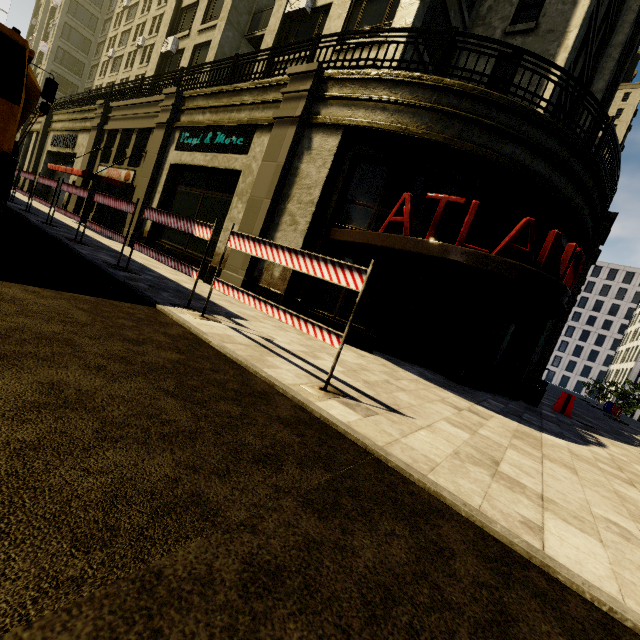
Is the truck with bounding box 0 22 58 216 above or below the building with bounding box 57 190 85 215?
above

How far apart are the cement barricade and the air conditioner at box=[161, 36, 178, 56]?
28.8m

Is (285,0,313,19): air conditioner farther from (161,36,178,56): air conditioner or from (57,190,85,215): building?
(161,36,178,56): air conditioner

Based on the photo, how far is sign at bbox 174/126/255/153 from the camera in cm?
1086

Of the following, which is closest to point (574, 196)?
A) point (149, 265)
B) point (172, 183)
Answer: point (149, 265)

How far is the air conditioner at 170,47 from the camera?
20.6m

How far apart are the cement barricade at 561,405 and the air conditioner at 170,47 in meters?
28.8

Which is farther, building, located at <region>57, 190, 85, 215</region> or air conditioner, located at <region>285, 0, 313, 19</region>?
building, located at <region>57, 190, 85, 215</region>
